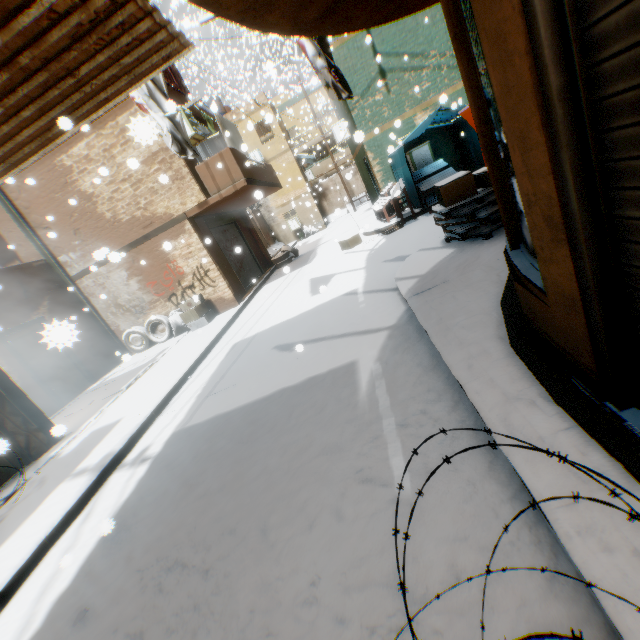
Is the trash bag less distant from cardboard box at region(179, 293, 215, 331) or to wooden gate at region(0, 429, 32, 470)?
cardboard box at region(179, 293, 215, 331)

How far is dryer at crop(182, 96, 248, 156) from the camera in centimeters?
994cm

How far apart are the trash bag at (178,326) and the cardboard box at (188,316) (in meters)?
0.11

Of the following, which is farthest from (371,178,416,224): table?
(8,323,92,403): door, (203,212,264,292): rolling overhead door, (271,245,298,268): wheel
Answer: (8,323,92,403): door

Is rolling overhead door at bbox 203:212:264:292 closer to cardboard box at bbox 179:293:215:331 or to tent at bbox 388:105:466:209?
tent at bbox 388:105:466:209

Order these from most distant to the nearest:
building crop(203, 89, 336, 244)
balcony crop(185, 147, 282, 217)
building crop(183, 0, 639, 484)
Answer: building crop(203, 89, 336, 244) → balcony crop(185, 147, 282, 217) → building crop(183, 0, 639, 484)

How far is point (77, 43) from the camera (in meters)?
2.27

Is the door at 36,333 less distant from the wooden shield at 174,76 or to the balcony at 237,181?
the balcony at 237,181
